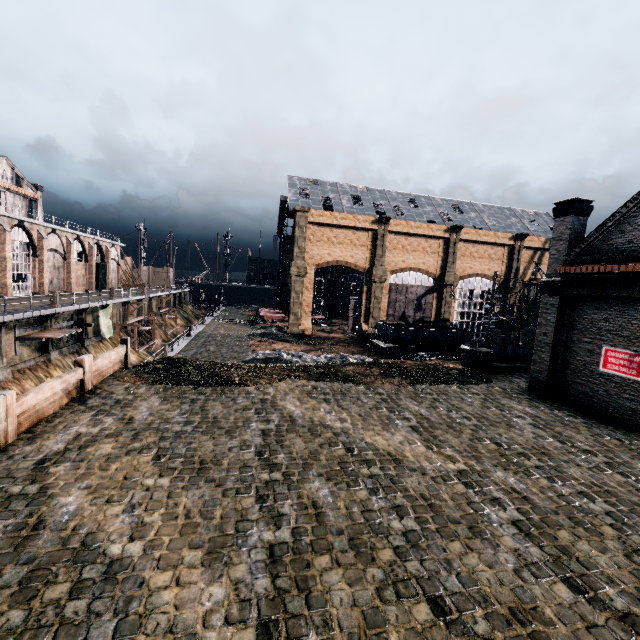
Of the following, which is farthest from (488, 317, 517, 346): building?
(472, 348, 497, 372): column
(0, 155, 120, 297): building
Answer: (0, 155, 120, 297): building

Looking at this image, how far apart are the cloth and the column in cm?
3816

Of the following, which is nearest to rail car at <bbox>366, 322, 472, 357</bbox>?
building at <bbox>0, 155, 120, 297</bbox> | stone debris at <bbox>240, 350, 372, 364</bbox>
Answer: stone debris at <bbox>240, 350, 372, 364</bbox>

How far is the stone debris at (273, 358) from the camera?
30.80m

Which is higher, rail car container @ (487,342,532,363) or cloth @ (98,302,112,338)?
rail car container @ (487,342,532,363)

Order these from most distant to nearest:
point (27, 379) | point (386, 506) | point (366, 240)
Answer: point (366, 240), point (27, 379), point (386, 506)

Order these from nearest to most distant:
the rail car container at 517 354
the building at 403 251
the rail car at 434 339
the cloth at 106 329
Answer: the building at 403 251
the rail car container at 517 354
the cloth at 106 329
the rail car at 434 339

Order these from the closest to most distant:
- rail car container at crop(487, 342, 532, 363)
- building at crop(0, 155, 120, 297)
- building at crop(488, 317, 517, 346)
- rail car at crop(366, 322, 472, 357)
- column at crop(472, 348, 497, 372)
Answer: column at crop(472, 348, 497, 372) < rail car container at crop(487, 342, 532, 363) < building at crop(0, 155, 120, 297) < rail car at crop(366, 322, 472, 357) < building at crop(488, 317, 517, 346)
